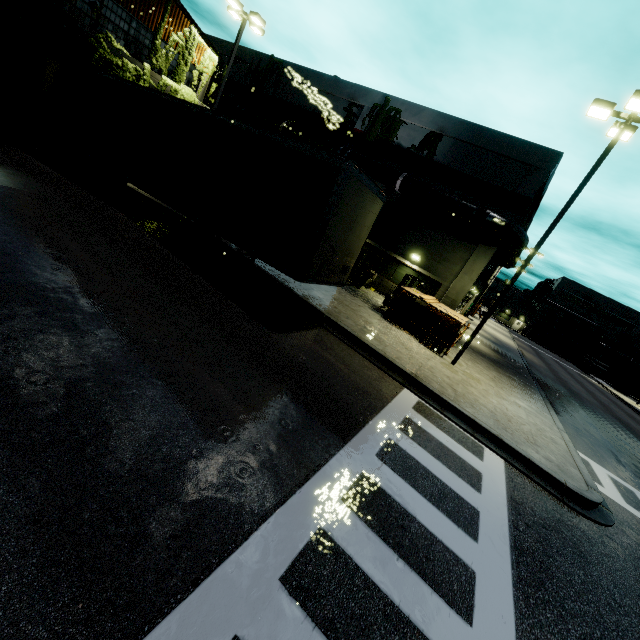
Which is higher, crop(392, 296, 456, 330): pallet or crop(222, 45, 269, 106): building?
crop(222, 45, 269, 106): building

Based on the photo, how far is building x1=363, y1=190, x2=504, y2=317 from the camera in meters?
18.7 m

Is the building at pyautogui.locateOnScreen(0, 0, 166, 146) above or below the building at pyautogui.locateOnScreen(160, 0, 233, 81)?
below

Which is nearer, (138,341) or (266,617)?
(266,617)

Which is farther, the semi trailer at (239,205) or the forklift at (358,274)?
the forklift at (358,274)

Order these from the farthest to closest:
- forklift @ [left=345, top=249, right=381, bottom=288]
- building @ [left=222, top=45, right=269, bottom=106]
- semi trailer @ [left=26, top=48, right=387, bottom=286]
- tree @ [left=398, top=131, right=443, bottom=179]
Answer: building @ [left=222, top=45, right=269, bottom=106]
tree @ [left=398, top=131, right=443, bottom=179]
forklift @ [left=345, top=249, right=381, bottom=288]
semi trailer @ [left=26, top=48, right=387, bottom=286]

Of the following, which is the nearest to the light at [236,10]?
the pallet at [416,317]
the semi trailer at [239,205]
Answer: the semi trailer at [239,205]

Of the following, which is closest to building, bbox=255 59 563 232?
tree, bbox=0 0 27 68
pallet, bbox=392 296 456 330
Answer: tree, bbox=0 0 27 68
